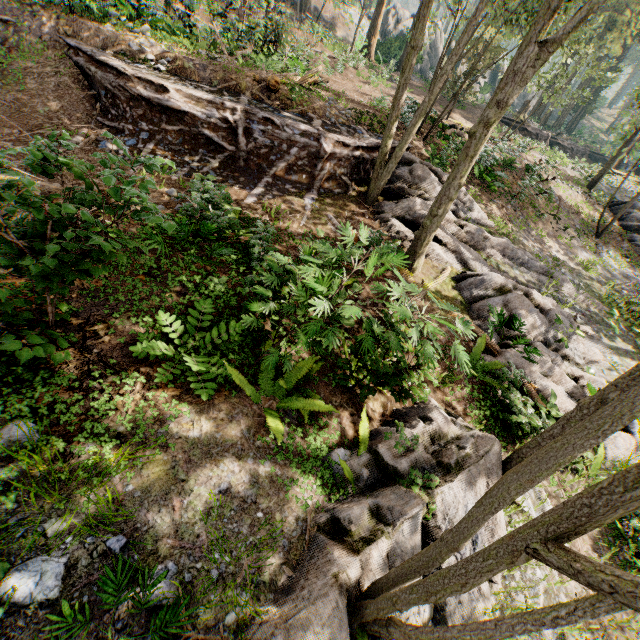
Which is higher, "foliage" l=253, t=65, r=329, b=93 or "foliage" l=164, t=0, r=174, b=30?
"foliage" l=164, t=0, r=174, b=30

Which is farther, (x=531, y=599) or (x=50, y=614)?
(x=531, y=599)

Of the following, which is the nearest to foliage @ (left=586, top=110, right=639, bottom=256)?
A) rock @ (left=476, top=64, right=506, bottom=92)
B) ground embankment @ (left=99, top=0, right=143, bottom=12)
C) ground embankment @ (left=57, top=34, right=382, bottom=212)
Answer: ground embankment @ (left=57, top=34, right=382, bottom=212)

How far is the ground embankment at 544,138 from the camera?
31.8 meters

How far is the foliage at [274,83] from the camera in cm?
1140

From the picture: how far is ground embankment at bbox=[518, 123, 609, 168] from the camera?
31.80m

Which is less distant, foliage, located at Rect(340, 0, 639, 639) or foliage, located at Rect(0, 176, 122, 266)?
foliage, located at Rect(340, 0, 639, 639)

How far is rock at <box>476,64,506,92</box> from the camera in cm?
5072
